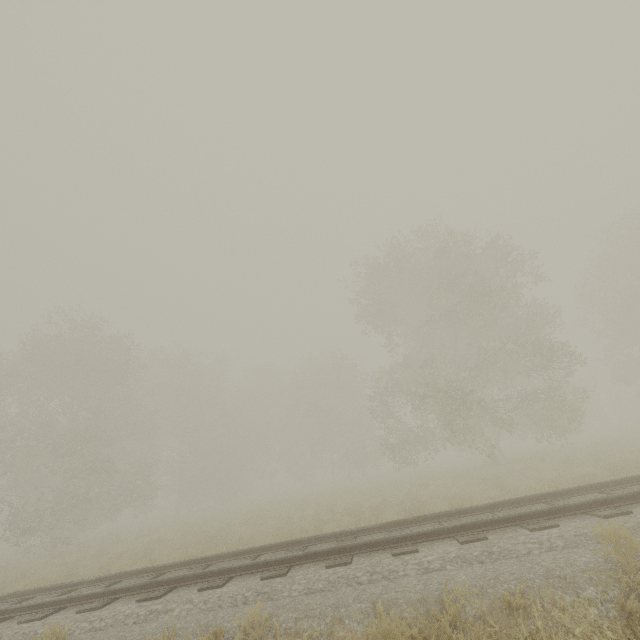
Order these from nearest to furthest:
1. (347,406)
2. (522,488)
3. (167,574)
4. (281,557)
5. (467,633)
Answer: (467,633) < (281,557) < (167,574) < (522,488) < (347,406)
